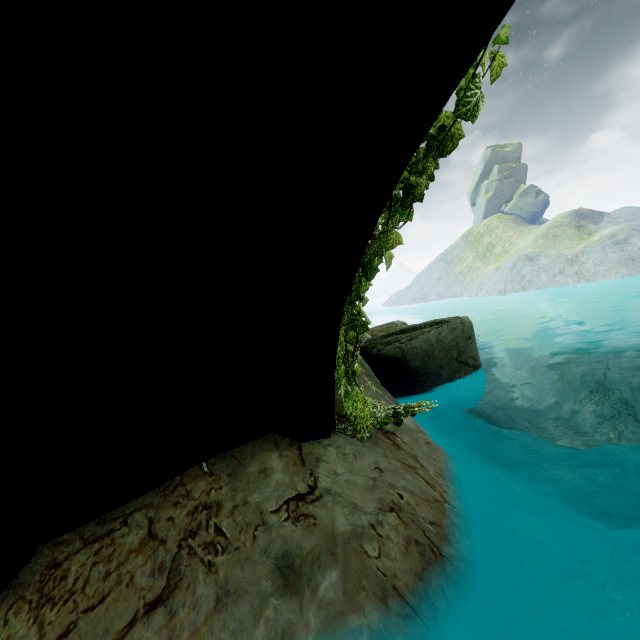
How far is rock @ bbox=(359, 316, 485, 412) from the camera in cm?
759

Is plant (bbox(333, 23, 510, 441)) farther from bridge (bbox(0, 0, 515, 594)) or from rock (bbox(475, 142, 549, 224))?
rock (bbox(475, 142, 549, 224))

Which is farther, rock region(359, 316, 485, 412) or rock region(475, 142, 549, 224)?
rock region(475, 142, 549, 224)

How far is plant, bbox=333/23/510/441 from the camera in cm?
179

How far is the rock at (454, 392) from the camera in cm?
759

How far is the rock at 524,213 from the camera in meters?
52.8

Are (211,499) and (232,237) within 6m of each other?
yes
